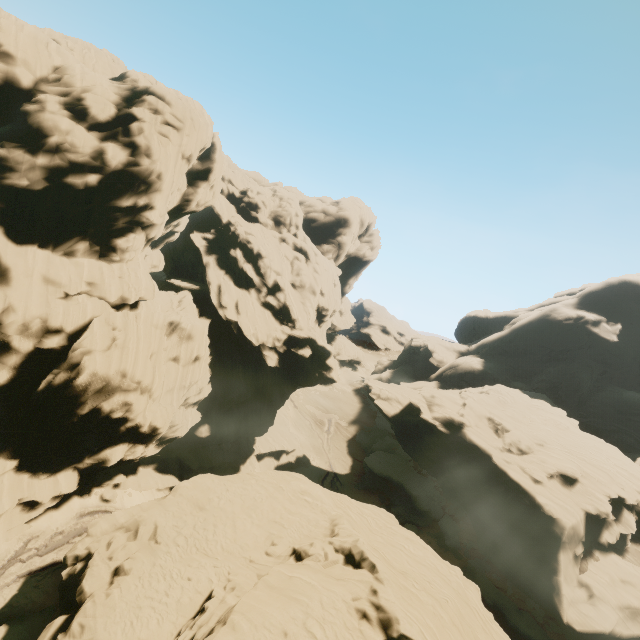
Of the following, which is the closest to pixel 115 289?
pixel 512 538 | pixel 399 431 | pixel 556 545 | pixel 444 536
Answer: pixel 399 431
